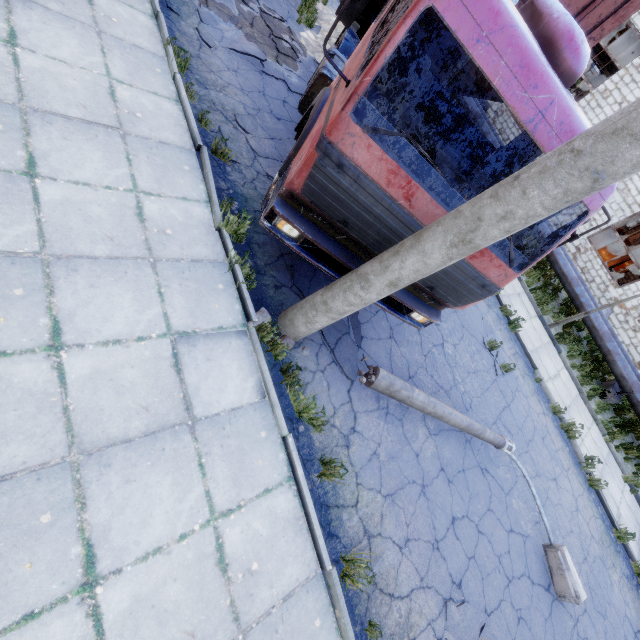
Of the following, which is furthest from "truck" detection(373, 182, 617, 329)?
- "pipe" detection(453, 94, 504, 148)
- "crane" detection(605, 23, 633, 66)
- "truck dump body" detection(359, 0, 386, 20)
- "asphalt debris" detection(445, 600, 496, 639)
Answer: "crane" detection(605, 23, 633, 66)

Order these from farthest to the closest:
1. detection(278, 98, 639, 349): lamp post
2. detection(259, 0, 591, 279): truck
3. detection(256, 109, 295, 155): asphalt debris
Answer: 1. detection(256, 109, 295, 155): asphalt debris
2. detection(259, 0, 591, 279): truck
3. detection(278, 98, 639, 349): lamp post

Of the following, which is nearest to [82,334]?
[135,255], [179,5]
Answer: [135,255]

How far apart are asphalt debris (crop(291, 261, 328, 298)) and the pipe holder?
12.8 meters

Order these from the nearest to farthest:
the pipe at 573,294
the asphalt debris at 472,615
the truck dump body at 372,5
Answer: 1. the asphalt debris at 472,615
2. the truck dump body at 372,5
3. the pipe at 573,294

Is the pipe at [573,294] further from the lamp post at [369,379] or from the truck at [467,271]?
the lamp post at [369,379]

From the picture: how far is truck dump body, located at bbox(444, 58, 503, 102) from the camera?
6.10m

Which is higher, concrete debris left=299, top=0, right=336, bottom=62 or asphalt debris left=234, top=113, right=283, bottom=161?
concrete debris left=299, top=0, right=336, bottom=62
